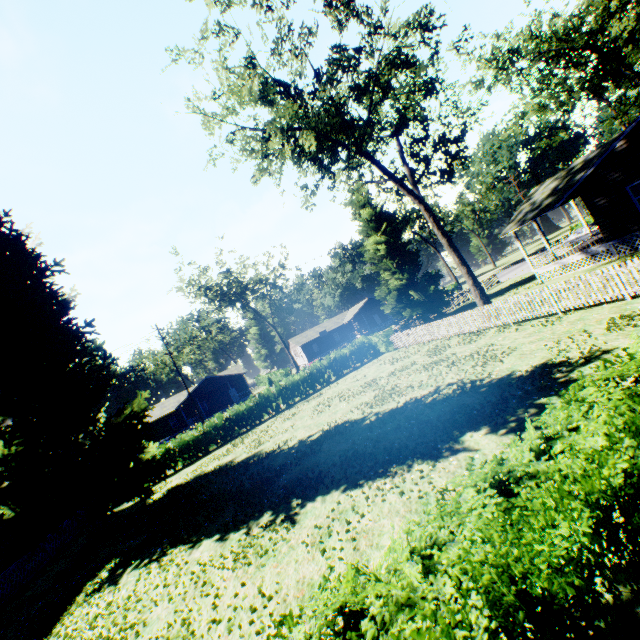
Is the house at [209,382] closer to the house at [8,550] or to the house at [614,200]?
the house at [8,550]

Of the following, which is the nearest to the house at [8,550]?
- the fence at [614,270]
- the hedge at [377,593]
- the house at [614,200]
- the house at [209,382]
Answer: the hedge at [377,593]

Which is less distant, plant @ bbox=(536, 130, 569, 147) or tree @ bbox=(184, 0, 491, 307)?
tree @ bbox=(184, 0, 491, 307)

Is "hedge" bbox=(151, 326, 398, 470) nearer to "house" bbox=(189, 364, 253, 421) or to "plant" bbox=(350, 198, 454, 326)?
"plant" bbox=(350, 198, 454, 326)

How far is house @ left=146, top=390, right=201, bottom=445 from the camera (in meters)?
47.78

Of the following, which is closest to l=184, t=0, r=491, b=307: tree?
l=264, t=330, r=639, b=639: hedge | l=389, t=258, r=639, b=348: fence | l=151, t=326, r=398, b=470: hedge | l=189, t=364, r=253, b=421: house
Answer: l=264, t=330, r=639, b=639: hedge

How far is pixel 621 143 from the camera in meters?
16.8
